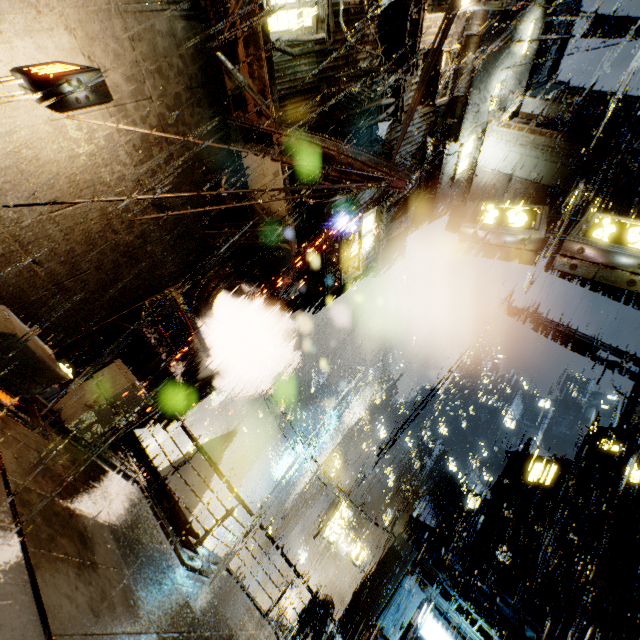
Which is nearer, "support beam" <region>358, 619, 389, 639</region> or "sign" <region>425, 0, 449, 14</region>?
"support beam" <region>358, 619, 389, 639</region>

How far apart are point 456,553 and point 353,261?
15.7m

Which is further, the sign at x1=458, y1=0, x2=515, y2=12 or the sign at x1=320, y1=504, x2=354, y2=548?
the sign at x1=320, y1=504, x2=354, y2=548

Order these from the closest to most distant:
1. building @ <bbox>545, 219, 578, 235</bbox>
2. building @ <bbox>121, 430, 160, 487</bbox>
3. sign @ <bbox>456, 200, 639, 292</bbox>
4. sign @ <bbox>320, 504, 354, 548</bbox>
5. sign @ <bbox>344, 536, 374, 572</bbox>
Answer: sign @ <bbox>456, 200, 639, 292</bbox> → building @ <bbox>121, 430, 160, 487</bbox> → building @ <bbox>545, 219, 578, 235</bbox> → sign @ <bbox>344, 536, 374, 572</bbox> → sign @ <bbox>320, 504, 354, 548</bbox>

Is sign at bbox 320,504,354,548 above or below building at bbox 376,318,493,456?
below

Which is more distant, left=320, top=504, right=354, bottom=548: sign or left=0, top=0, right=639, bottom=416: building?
A: left=320, top=504, right=354, bottom=548: sign

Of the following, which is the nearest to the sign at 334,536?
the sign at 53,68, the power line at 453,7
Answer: the power line at 453,7

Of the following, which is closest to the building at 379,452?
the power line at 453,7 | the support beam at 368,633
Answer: the support beam at 368,633
